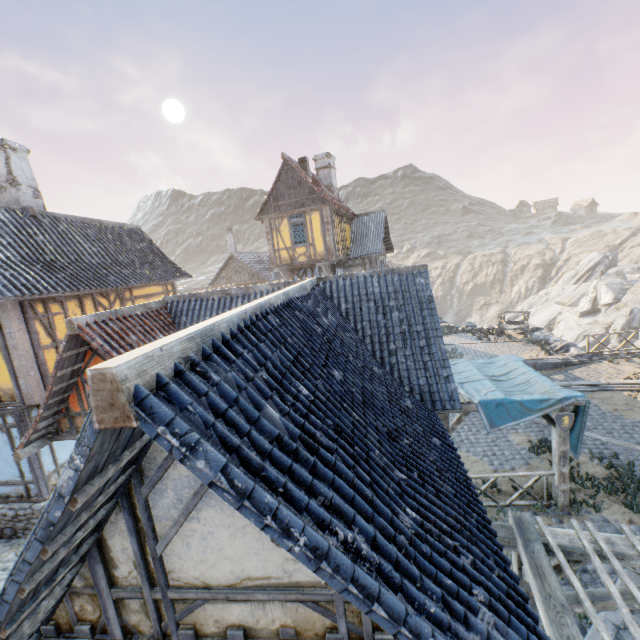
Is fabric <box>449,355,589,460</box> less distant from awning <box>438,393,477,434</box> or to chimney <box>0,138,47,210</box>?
awning <box>438,393,477,434</box>

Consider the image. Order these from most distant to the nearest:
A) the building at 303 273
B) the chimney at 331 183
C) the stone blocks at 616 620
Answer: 1. the chimney at 331 183
2. the building at 303 273
3. the stone blocks at 616 620

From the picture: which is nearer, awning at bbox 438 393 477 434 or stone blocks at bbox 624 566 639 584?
stone blocks at bbox 624 566 639 584

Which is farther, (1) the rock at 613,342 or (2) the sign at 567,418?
(1) the rock at 613,342

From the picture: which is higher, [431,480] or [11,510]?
[431,480]

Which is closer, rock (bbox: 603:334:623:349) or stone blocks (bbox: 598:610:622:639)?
stone blocks (bbox: 598:610:622:639)

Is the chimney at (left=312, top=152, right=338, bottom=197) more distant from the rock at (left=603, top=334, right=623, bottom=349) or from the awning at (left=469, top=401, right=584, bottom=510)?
the awning at (left=469, top=401, right=584, bottom=510)

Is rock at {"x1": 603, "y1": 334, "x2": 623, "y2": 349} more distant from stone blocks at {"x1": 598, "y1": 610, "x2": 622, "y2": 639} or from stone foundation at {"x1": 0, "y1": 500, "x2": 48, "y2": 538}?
stone foundation at {"x1": 0, "y1": 500, "x2": 48, "y2": 538}
